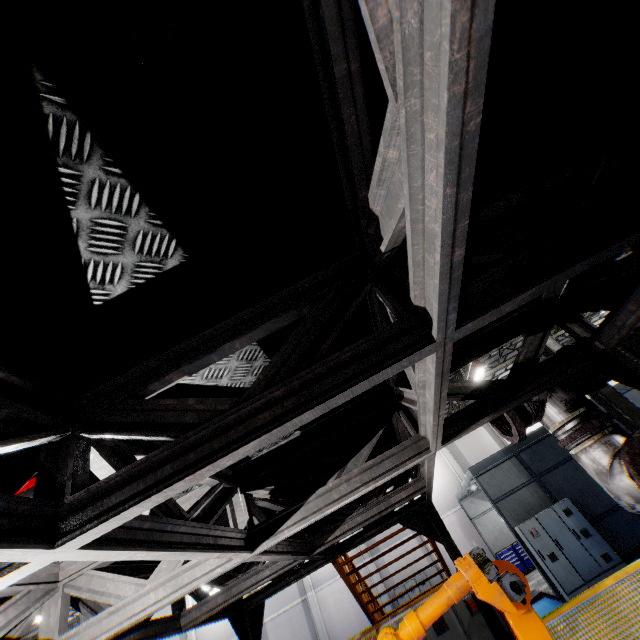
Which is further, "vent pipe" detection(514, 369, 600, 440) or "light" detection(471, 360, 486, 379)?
"light" detection(471, 360, 486, 379)

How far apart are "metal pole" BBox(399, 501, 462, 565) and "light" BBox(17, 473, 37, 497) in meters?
5.3

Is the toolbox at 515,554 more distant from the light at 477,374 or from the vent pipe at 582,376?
the vent pipe at 582,376

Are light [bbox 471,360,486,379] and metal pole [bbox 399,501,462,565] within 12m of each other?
yes

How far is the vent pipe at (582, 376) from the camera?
3.04m

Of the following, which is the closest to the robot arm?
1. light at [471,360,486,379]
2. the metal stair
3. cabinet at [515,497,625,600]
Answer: the metal stair

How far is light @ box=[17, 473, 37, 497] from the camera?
1.86m

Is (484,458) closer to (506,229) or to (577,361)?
(577,361)
